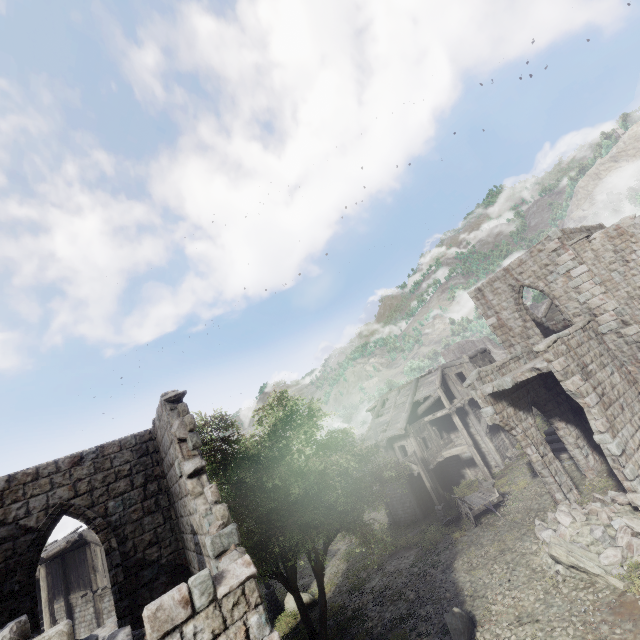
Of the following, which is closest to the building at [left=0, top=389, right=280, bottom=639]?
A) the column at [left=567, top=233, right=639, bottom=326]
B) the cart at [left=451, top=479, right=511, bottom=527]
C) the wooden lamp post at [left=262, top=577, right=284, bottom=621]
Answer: the column at [left=567, top=233, right=639, bottom=326]

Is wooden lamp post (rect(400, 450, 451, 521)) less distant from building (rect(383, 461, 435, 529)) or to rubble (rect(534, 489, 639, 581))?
building (rect(383, 461, 435, 529))

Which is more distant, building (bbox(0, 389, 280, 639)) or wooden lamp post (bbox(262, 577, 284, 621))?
wooden lamp post (bbox(262, 577, 284, 621))

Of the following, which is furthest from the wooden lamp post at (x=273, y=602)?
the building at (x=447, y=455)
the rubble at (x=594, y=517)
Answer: the rubble at (x=594, y=517)

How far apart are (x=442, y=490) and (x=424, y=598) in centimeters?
1259cm

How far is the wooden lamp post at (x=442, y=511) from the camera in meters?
20.6 m

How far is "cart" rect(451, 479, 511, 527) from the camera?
17.28m

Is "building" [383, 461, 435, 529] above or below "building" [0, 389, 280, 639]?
below
